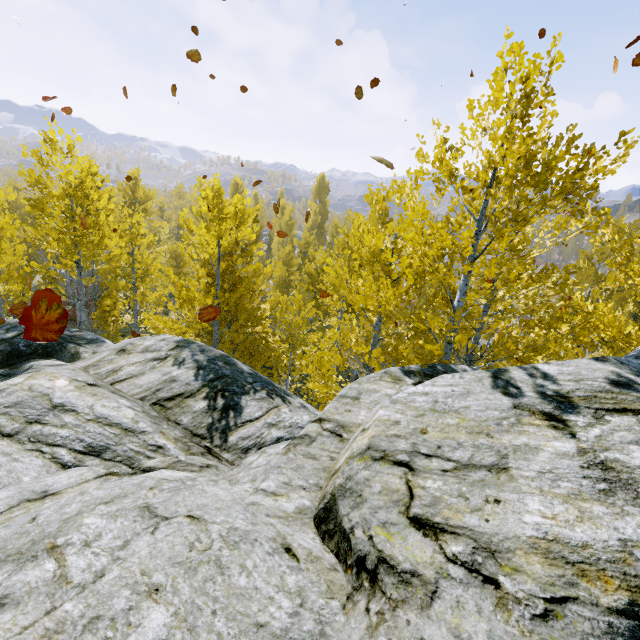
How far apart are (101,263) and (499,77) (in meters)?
30.02

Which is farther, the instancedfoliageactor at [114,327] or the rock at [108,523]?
the instancedfoliageactor at [114,327]

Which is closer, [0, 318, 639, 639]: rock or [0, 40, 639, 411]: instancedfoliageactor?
[0, 318, 639, 639]: rock
